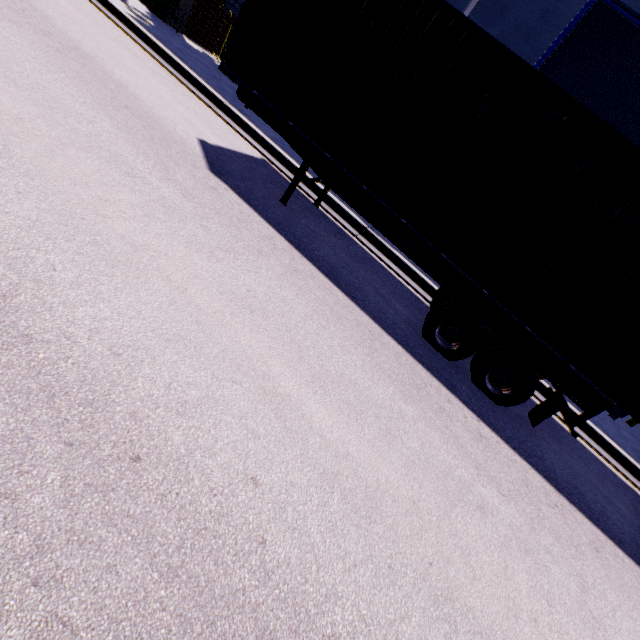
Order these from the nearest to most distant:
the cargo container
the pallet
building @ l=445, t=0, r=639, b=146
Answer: the cargo container, building @ l=445, t=0, r=639, b=146, the pallet

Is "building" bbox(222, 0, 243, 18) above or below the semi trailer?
above

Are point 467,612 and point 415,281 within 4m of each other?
no

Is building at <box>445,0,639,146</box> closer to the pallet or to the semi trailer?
the pallet

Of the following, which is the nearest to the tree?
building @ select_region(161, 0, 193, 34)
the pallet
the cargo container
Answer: building @ select_region(161, 0, 193, 34)

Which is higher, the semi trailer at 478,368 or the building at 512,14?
the building at 512,14

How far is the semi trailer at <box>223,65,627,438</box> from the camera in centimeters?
512cm

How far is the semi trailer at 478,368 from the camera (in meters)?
5.12
